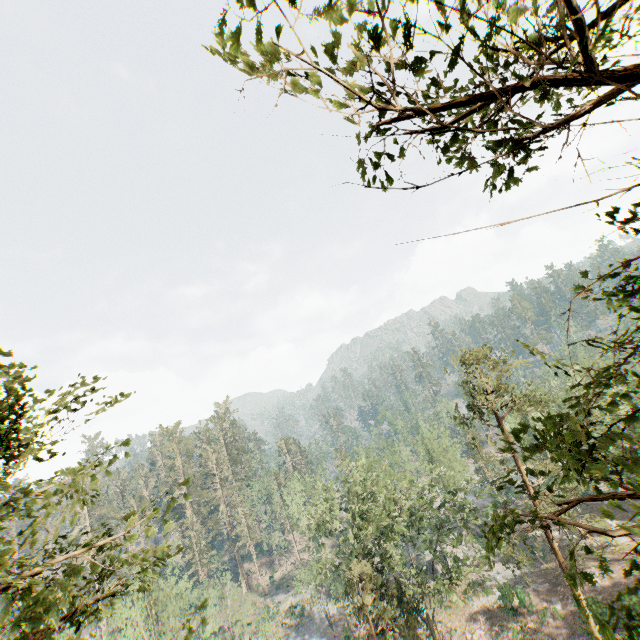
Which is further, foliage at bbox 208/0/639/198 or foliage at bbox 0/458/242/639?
foliage at bbox 0/458/242/639

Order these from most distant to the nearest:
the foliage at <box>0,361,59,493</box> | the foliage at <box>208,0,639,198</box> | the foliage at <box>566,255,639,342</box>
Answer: the foliage at <box>0,361,59,493</box> → the foliage at <box>566,255,639,342</box> → the foliage at <box>208,0,639,198</box>

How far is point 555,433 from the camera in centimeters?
453cm

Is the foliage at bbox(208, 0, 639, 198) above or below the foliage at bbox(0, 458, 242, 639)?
above

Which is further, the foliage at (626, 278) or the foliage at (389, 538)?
the foliage at (626, 278)
